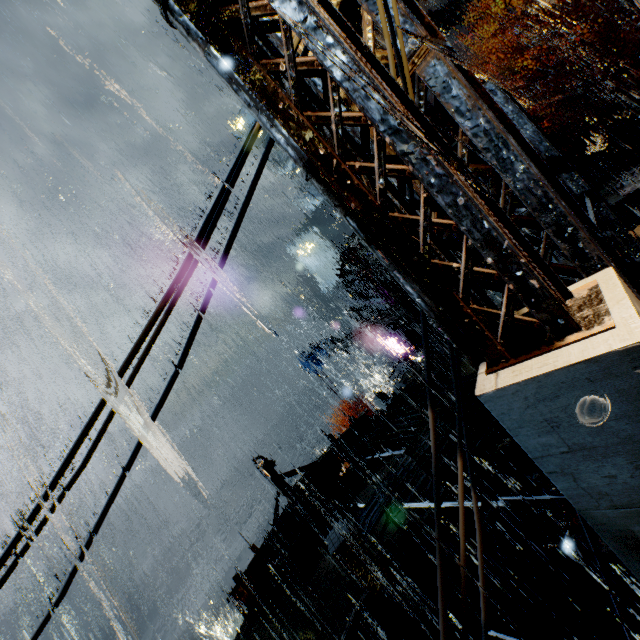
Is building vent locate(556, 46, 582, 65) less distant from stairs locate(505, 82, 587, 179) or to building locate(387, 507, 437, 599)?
stairs locate(505, 82, 587, 179)

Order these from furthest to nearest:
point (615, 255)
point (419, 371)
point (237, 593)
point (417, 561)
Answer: point (419, 371)
point (237, 593)
point (417, 561)
point (615, 255)

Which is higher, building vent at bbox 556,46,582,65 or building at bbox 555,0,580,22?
building at bbox 555,0,580,22

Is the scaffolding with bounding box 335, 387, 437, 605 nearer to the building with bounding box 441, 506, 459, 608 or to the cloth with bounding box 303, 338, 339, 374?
the building with bounding box 441, 506, 459, 608

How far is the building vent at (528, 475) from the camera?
9.48m

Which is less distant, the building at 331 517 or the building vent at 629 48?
the building at 331 517

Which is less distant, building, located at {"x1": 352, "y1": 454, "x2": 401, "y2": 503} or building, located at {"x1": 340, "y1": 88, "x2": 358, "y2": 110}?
building, located at {"x1": 340, "y1": 88, "x2": 358, "y2": 110}

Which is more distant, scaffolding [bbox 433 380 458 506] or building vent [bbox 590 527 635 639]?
building vent [bbox 590 527 635 639]
